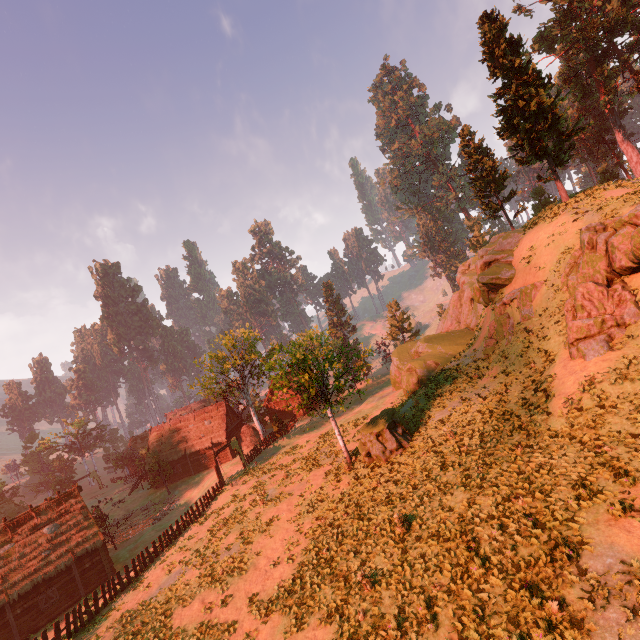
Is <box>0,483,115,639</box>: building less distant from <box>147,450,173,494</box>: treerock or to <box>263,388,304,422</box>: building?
<box>147,450,173,494</box>: treerock

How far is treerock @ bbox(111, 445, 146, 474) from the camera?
50.16m

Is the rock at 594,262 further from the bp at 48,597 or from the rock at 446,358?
the bp at 48,597

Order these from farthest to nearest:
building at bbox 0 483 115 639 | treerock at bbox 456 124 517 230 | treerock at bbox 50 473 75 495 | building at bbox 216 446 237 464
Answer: → treerock at bbox 50 473 75 495, building at bbox 216 446 237 464, treerock at bbox 456 124 517 230, building at bbox 0 483 115 639

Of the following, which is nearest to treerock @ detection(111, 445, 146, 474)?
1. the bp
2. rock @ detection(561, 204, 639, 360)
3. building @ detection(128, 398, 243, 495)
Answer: building @ detection(128, 398, 243, 495)

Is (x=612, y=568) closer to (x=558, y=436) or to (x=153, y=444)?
(x=558, y=436)

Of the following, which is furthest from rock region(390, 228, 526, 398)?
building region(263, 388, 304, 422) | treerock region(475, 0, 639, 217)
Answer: building region(263, 388, 304, 422)

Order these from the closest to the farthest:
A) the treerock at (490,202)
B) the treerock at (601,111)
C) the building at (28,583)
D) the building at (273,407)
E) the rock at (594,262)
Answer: the rock at (594,262)
the building at (28,583)
the treerock at (601,111)
the treerock at (490,202)
the building at (273,407)
